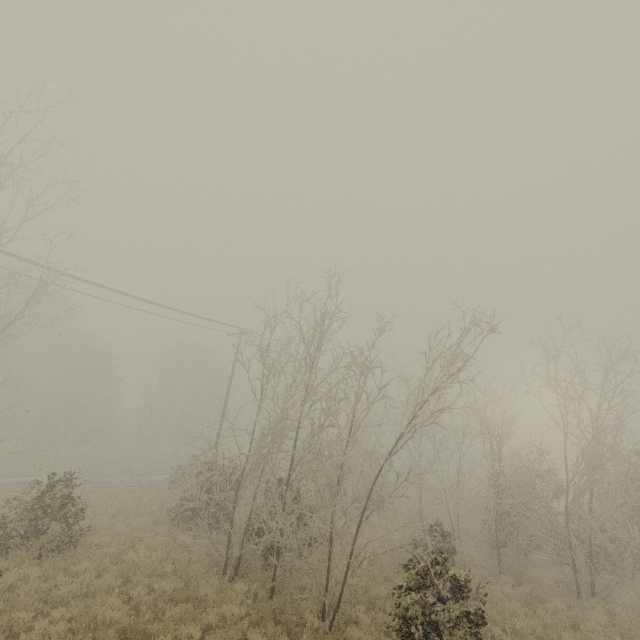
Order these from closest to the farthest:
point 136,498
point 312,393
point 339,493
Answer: point 312,393, point 136,498, point 339,493

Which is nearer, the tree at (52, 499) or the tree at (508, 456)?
the tree at (508, 456)

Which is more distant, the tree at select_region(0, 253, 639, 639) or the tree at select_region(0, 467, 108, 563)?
the tree at select_region(0, 467, 108, 563)
